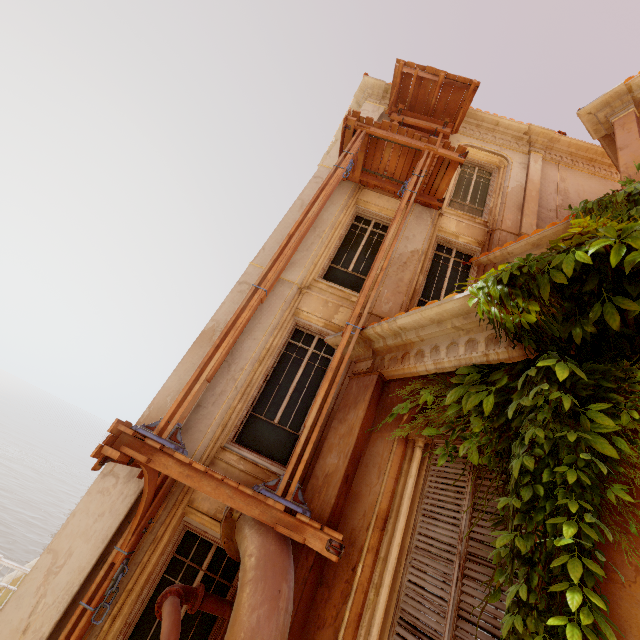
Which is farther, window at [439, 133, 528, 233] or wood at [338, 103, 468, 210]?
window at [439, 133, 528, 233]

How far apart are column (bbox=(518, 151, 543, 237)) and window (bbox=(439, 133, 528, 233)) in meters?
0.0 m

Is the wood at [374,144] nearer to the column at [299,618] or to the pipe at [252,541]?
the column at [299,618]

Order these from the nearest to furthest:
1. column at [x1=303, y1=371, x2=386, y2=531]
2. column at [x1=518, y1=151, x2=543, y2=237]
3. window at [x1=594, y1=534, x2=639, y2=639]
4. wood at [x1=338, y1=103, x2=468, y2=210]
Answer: window at [x1=594, y1=534, x2=639, y2=639]
column at [x1=303, y1=371, x2=386, y2=531]
wood at [x1=338, y1=103, x2=468, y2=210]
column at [x1=518, y1=151, x2=543, y2=237]

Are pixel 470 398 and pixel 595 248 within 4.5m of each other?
yes

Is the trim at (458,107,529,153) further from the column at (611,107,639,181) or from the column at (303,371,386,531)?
the column at (303,371,386,531)

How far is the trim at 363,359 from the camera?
3.36m

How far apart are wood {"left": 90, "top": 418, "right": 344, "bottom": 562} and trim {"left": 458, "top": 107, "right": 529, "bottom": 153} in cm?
1139
